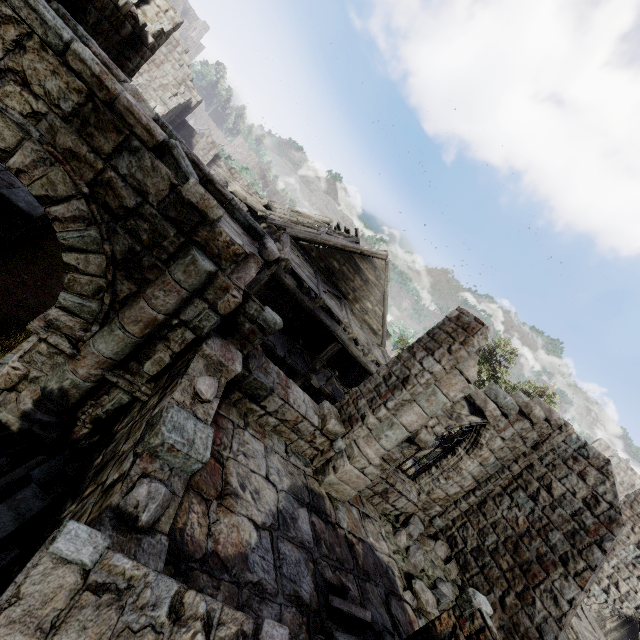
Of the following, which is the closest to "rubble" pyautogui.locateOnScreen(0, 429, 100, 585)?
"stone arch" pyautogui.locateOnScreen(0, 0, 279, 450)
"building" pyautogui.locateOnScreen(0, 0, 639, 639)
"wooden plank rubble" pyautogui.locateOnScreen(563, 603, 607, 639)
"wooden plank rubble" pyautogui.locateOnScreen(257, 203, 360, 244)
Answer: "stone arch" pyautogui.locateOnScreen(0, 0, 279, 450)

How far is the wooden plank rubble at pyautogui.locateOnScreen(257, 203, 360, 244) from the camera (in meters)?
14.27

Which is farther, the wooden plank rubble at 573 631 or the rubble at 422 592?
the wooden plank rubble at 573 631

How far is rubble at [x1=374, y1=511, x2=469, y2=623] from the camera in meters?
7.5 m

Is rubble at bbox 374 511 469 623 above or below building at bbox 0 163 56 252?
above

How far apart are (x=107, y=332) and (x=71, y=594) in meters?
3.3

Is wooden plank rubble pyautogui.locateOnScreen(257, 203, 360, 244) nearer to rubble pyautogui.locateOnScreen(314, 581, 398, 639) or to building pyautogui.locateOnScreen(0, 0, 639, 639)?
building pyautogui.locateOnScreen(0, 0, 639, 639)

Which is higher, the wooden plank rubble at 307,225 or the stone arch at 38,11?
the wooden plank rubble at 307,225
